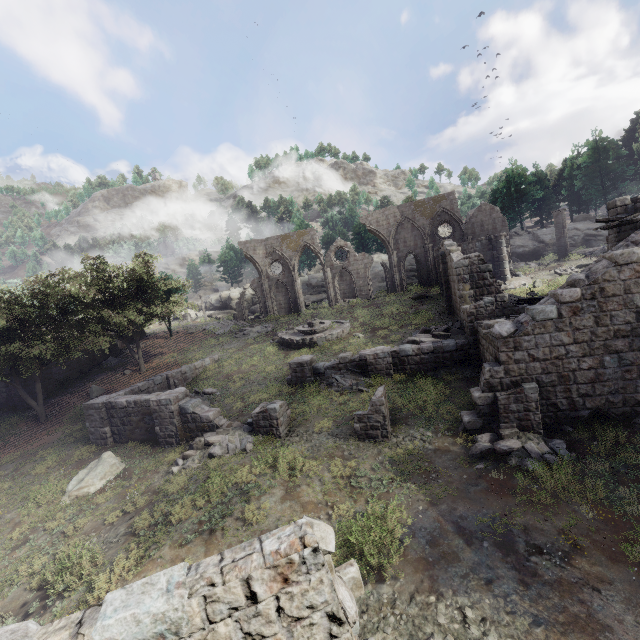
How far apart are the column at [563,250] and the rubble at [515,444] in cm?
2680

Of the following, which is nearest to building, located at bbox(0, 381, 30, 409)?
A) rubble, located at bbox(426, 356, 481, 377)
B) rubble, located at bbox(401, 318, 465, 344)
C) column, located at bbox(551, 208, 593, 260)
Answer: rubble, located at bbox(401, 318, 465, 344)

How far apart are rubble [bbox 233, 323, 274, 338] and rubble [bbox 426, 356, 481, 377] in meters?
18.7

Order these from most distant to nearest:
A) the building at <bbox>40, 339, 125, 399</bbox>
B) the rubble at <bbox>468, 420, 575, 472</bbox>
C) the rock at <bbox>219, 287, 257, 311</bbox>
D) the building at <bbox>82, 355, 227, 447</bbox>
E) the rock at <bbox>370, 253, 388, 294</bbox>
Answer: the rock at <bbox>219, 287, 257, 311</bbox>
the rock at <bbox>370, 253, 388, 294</bbox>
the building at <bbox>40, 339, 125, 399</bbox>
the building at <bbox>82, 355, 227, 447</bbox>
the rubble at <bbox>468, 420, 575, 472</bbox>

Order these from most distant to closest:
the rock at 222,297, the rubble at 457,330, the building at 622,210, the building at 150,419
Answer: the rock at 222,297
the rubble at 457,330
the building at 622,210
the building at 150,419

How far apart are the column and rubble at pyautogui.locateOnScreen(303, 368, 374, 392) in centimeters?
2631cm

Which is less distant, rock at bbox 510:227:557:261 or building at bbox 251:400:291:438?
building at bbox 251:400:291:438

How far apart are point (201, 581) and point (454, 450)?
10.7 meters
